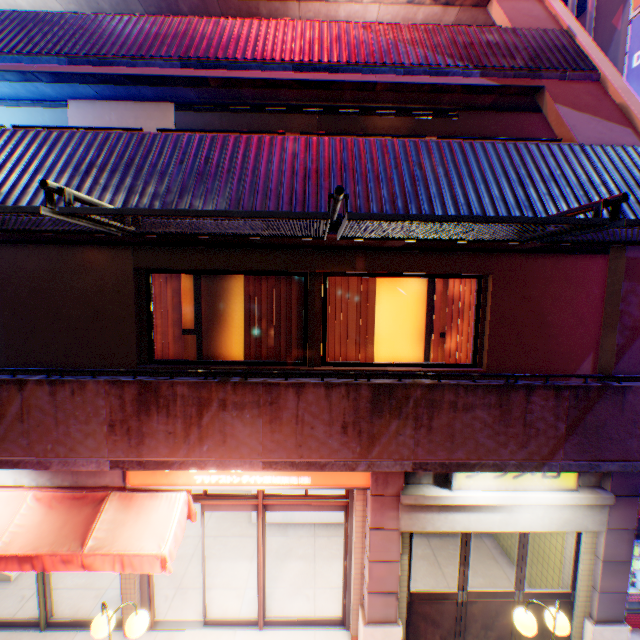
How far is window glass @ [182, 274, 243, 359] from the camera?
5.9 meters

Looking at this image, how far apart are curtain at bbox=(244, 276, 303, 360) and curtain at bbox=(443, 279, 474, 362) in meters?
2.5 m

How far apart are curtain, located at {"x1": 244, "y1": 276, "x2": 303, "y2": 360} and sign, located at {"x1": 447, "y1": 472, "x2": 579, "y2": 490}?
2.84m

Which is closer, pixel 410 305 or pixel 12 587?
pixel 410 305

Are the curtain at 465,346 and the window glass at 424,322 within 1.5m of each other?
yes

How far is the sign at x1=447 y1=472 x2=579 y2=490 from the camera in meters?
5.3

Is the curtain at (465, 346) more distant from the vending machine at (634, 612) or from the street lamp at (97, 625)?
the street lamp at (97, 625)

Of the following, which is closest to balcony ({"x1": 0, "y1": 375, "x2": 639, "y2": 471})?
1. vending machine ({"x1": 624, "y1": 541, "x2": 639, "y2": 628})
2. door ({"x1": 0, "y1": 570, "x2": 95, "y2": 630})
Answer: door ({"x1": 0, "y1": 570, "x2": 95, "y2": 630})
